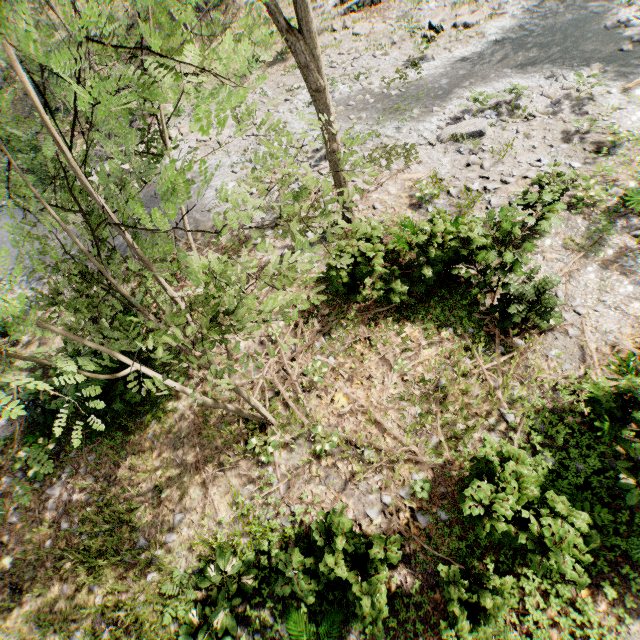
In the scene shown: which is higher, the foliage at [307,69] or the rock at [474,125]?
the foliage at [307,69]

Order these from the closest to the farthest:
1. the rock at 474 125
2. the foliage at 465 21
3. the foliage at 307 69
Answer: the foliage at 307 69
the rock at 474 125
the foliage at 465 21

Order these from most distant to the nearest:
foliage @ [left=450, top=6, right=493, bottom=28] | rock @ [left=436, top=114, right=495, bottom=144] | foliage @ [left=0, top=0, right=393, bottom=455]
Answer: foliage @ [left=450, top=6, right=493, bottom=28]
rock @ [left=436, top=114, right=495, bottom=144]
foliage @ [left=0, top=0, right=393, bottom=455]

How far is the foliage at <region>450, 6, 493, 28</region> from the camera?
15.45m

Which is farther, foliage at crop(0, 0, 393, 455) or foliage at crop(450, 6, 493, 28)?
foliage at crop(450, 6, 493, 28)

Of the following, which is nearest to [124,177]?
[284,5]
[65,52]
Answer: [65,52]

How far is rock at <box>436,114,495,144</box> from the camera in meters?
11.6 m

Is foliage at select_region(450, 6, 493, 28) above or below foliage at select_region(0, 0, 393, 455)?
below
